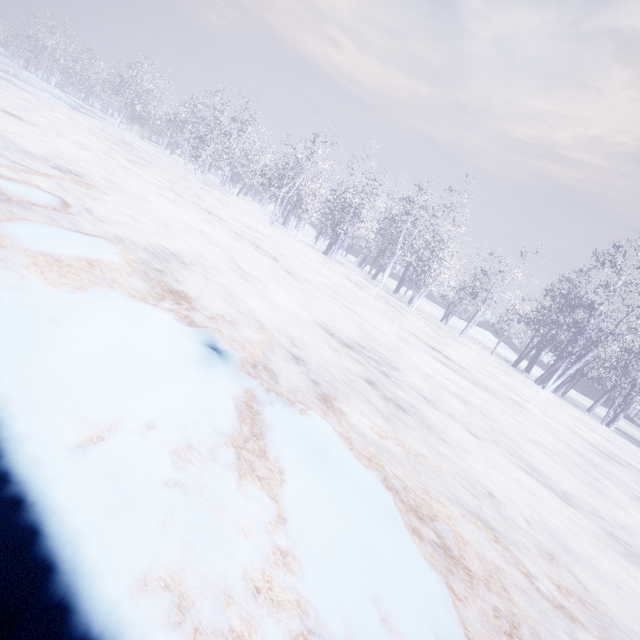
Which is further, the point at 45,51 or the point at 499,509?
the point at 45,51
